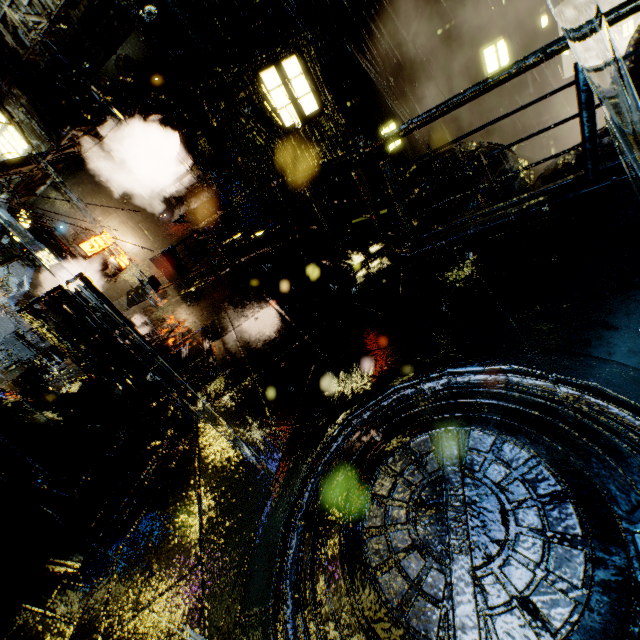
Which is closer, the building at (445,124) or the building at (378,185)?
the building at (378,185)

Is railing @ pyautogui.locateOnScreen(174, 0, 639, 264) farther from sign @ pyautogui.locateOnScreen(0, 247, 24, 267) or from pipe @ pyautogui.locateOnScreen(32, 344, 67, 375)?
sign @ pyautogui.locateOnScreen(0, 247, 24, 267)

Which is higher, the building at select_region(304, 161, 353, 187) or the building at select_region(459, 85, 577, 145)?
the building at select_region(304, 161, 353, 187)

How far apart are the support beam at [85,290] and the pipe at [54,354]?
15.27m

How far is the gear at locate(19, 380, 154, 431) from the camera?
5.52m

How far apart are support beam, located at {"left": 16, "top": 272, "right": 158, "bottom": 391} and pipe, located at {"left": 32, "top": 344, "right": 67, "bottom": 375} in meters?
15.3 m

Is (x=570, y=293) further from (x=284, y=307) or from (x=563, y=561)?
(x=284, y=307)

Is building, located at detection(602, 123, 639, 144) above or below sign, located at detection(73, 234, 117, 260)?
below
